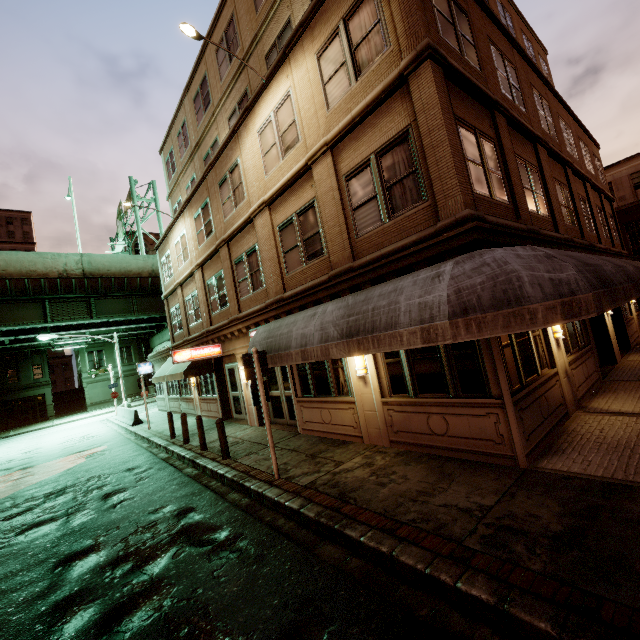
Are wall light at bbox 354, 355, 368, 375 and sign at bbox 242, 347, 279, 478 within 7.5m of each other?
yes

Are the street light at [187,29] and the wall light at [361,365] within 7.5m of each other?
no

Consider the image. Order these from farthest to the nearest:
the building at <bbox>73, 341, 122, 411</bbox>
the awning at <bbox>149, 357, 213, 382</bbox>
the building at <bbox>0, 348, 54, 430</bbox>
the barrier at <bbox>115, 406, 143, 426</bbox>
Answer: the building at <bbox>73, 341, 122, 411</bbox>, the building at <bbox>0, 348, 54, 430</bbox>, the barrier at <bbox>115, 406, 143, 426</bbox>, the awning at <bbox>149, 357, 213, 382</bbox>

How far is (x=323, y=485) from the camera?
6.65m

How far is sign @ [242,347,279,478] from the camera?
7.55m

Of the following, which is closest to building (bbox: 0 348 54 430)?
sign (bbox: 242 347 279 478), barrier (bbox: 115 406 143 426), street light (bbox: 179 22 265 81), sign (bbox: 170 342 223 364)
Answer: barrier (bbox: 115 406 143 426)

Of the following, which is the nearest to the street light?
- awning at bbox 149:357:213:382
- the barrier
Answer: awning at bbox 149:357:213:382

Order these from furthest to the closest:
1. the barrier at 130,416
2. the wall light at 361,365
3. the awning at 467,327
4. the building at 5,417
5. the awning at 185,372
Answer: the building at 5,417
the barrier at 130,416
the awning at 185,372
the wall light at 361,365
the awning at 467,327
